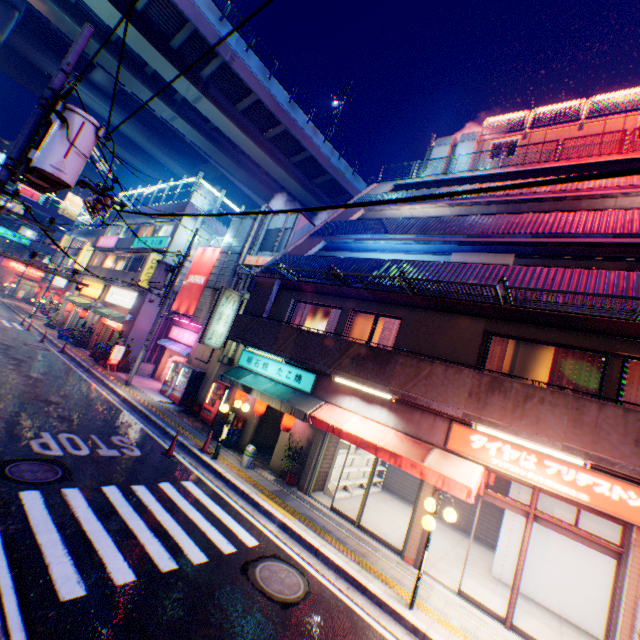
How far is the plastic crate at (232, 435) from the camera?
13.41m

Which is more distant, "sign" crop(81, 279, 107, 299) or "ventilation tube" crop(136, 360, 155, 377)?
"sign" crop(81, 279, 107, 299)

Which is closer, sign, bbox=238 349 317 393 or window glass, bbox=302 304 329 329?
sign, bbox=238 349 317 393

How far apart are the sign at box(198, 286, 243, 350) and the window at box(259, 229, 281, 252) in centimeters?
296cm

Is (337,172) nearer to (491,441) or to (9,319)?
(491,441)

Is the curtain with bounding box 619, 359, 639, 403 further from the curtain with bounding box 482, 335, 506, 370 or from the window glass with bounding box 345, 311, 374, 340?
the window glass with bounding box 345, 311, 374, 340

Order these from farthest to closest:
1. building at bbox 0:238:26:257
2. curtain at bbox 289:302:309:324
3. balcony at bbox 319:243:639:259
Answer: building at bbox 0:238:26:257 → curtain at bbox 289:302:309:324 → balcony at bbox 319:243:639:259

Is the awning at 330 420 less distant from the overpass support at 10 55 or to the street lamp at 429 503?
the street lamp at 429 503
